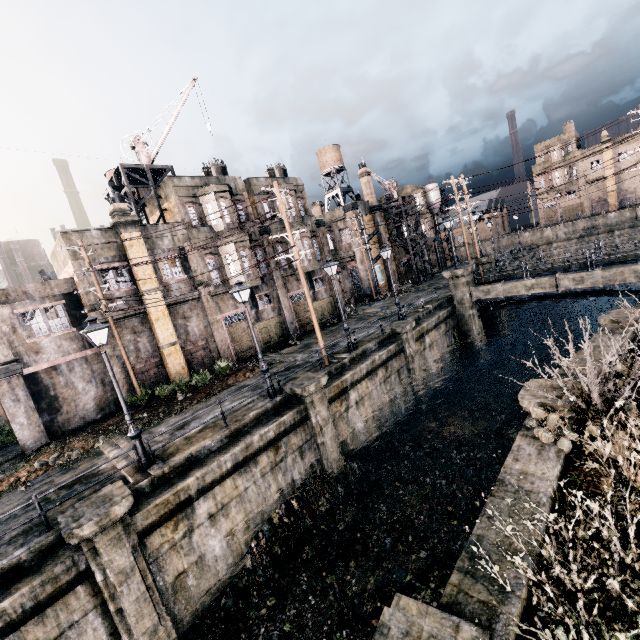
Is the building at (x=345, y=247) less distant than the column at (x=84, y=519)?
No

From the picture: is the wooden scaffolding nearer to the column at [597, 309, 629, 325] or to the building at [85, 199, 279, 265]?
the building at [85, 199, 279, 265]

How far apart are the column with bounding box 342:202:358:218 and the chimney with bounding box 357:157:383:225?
2.9m

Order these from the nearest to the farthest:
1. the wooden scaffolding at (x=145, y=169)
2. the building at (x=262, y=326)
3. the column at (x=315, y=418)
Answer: the column at (x=315, y=418) < the wooden scaffolding at (x=145, y=169) < the building at (x=262, y=326)

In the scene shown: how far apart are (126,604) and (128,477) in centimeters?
362cm

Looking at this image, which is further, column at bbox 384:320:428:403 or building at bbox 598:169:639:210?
building at bbox 598:169:639:210

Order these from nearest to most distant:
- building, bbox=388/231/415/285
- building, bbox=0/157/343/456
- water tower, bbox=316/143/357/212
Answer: building, bbox=0/157/343/456, water tower, bbox=316/143/357/212, building, bbox=388/231/415/285

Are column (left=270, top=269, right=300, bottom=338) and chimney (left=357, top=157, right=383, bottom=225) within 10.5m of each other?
no
